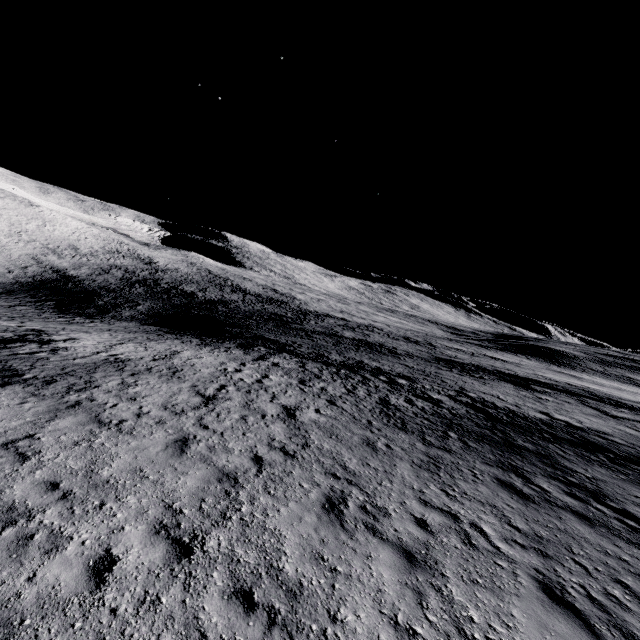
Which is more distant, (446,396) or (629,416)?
(629,416)
